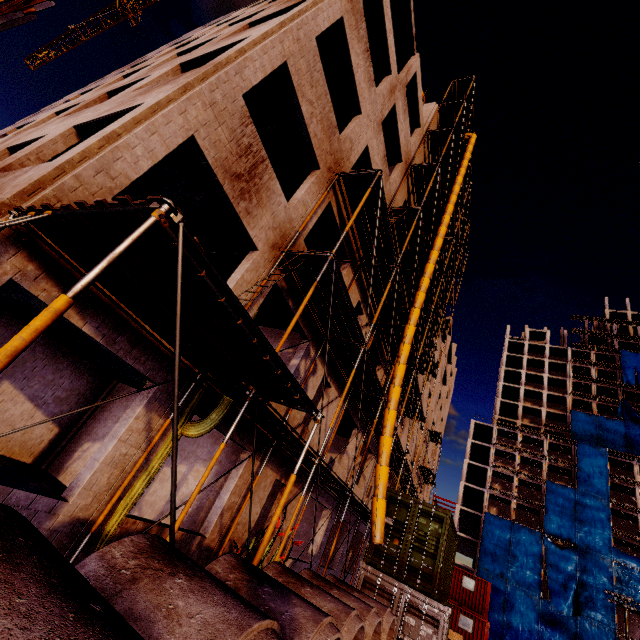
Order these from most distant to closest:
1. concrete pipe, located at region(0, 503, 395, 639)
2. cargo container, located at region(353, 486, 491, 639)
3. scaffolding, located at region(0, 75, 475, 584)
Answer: cargo container, located at region(353, 486, 491, 639), scaffolding, located at region(0, 75, 475, 584), concrete pipe, located at region(0, 503, 395, 639)

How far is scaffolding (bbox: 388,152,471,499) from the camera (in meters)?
19.23

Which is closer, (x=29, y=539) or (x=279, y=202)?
(x=29, y=539)

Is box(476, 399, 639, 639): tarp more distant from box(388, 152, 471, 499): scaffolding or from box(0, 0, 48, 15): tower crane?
box(0, 0, 48, 15): tower crane

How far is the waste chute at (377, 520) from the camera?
9.96m

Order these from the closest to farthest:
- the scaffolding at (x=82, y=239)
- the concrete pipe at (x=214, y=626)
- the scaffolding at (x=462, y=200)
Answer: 1. the concrete pipe at (x=214, y=626)
2. the scaffolding at (x=82, y=239)
3. the scaffolding at (x=462, y=200)

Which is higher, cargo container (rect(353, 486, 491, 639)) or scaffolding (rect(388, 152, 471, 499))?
scaffolding (rect(388, 152, 471, 499))

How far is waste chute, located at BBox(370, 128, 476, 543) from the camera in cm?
996
